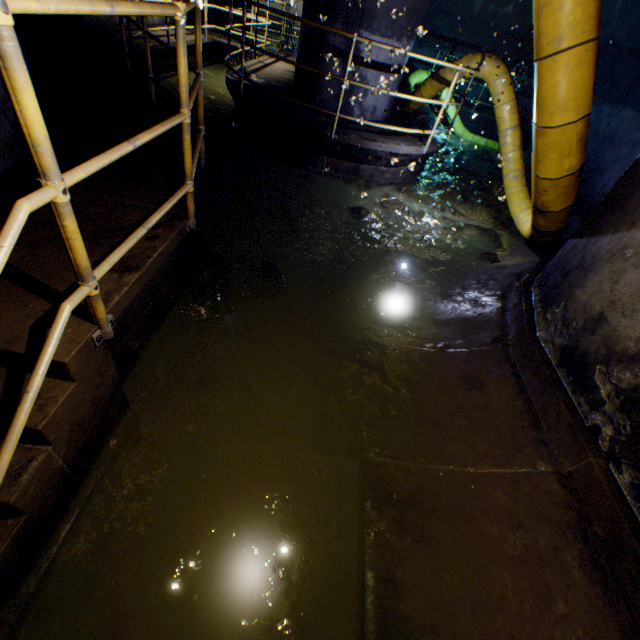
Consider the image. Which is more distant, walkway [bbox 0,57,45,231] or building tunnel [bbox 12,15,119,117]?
building tunnel [bbox 12,15,119,117]

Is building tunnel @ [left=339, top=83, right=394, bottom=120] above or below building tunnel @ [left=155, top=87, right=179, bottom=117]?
above

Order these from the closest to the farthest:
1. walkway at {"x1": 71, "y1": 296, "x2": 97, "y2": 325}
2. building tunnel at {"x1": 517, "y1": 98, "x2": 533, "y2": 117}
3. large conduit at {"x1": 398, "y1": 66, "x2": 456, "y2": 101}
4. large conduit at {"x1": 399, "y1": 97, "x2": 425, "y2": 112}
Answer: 1. walkway at {"x1": 71, "y1": 296, "x2": 97, "y2": 325}
2. large conduit at {"x1": 398, "y1": 66, "x2": 456, "y2": 101}
3. large conduit at {"x1": 399, "y1": 97, "x2": 425, "y2": 112}
4. building tunnel at {"x1": 517, "y1": 98, "x2": 533, "y2": 117}

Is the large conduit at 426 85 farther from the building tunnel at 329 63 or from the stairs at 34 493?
the stairs at 34 493

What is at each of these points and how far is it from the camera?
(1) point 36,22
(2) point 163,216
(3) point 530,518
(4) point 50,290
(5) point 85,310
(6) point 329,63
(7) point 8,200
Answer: (1) building tunnel, 5.3m
(2) walkway, 2.5m
(3) building tunnel, 2.1m
(4) walkway, 1.7m
(5) walkway, 1.7m
(6) building tunnel, 5.8m
(7) walkway, 2.2m

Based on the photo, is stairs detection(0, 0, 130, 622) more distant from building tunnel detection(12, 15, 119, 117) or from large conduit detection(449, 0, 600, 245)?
large conduit detection(449, 0, 600, 245)

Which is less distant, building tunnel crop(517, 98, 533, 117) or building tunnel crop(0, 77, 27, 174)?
building tunnel crop(0, 77, 27, 174)

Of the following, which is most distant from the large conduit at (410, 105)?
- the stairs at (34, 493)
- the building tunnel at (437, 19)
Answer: the stairs at (34, 493)
